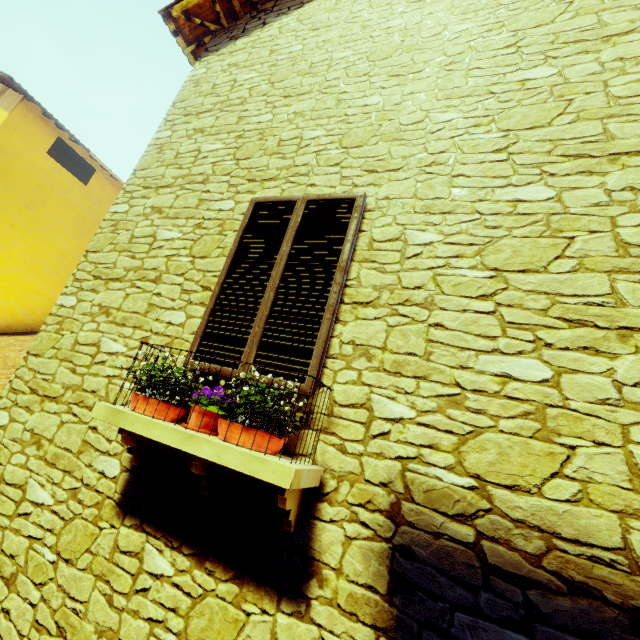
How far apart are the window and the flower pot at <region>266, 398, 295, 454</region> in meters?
0.2 m

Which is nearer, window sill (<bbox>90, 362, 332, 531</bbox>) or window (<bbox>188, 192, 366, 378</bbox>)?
window sill (<bbox>90, 362, 332, 531</bbox>)

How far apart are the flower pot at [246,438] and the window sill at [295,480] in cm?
2

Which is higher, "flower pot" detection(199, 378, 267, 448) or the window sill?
"flower pot" detection(199, 378, 267, 448)

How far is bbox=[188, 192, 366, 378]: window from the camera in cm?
227

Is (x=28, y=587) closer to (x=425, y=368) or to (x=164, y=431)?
(x=164, y=431)

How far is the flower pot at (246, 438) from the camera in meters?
1.8 m

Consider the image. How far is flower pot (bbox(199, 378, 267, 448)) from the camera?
1.8m
